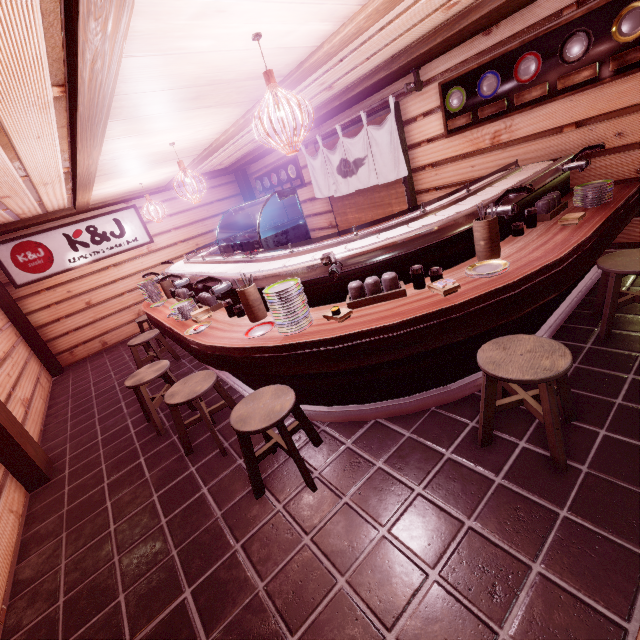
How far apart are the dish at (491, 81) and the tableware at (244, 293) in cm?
634

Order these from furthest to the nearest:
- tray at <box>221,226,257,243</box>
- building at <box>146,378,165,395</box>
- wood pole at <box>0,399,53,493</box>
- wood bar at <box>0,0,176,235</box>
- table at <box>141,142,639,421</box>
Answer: building at <box>146,378,165,395</box> < tray at <box>221,226,257,243</box> < wood pole at <box>0,399,53,493</box> < table at <box>141,142,639,421</box> < wood bar at <box>0,0,176,235</box>

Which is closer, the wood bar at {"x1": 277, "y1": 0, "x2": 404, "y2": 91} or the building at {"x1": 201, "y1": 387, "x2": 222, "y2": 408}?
the wood bar at {"x1": 277, "y1": 0, "x2": 404, "y2": 91}

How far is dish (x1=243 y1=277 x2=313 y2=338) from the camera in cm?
399

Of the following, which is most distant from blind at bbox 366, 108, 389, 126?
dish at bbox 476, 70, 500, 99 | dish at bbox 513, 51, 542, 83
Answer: dish at bbox 513, 51, 542, 83

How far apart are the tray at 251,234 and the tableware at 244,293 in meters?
2.5 m

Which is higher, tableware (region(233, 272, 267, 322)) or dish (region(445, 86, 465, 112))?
dish (region(445, 86, 465, 112))

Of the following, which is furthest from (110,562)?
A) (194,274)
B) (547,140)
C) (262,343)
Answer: (547,140)
